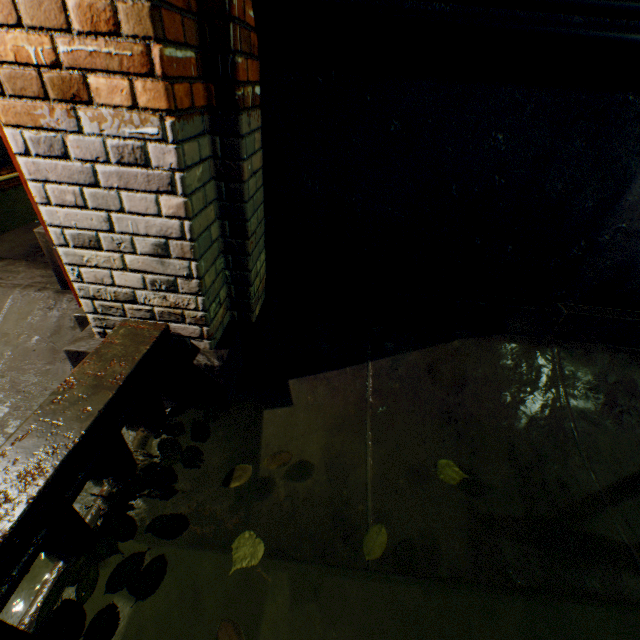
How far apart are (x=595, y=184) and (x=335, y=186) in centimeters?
142cm

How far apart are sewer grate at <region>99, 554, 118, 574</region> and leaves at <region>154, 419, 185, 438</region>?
0.03m

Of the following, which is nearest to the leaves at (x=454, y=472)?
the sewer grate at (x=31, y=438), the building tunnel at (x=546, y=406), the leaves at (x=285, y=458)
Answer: the building tunnel at (x=546, y=406)

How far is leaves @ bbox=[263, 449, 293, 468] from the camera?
1.60m

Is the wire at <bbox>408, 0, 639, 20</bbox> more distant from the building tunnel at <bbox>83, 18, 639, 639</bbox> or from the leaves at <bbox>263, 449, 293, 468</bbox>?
the leaves at <bbox>263, 449, 293, 468</bbox>

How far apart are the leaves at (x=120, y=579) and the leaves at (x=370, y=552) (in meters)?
0.81

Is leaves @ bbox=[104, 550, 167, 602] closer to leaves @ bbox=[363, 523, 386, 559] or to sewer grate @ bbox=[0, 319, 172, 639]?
sewer grate @ bbox=[0, 319, 172, 639]

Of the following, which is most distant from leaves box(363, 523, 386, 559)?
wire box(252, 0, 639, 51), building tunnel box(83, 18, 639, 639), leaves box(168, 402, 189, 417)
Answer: wire box(252, 0, 639, 51)
